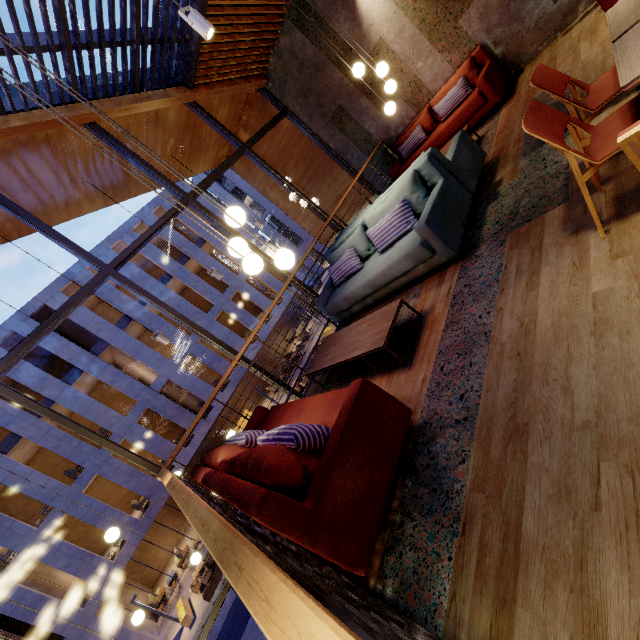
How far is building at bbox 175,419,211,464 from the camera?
19.3 meters

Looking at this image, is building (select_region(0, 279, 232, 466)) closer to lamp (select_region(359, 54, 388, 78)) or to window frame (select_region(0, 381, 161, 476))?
window frame (select_region(0, 381, 161, 476))

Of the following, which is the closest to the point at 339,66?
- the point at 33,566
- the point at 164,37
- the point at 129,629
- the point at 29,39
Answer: the point at 164,37

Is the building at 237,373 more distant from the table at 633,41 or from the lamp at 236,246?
the table at 633,41

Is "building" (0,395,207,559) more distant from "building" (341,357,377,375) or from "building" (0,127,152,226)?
"building" (341,357,377,375)

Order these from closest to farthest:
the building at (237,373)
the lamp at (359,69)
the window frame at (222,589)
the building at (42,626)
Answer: the window frame at (222,589)
the lamp at (359,69)
the building at (42,626)
the building at (237,373)

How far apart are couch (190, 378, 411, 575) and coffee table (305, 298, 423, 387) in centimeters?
48cm

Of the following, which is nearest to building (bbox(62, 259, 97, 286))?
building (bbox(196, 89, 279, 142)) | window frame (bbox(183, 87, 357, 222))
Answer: building (bbox(196, 89, 279, 142))
